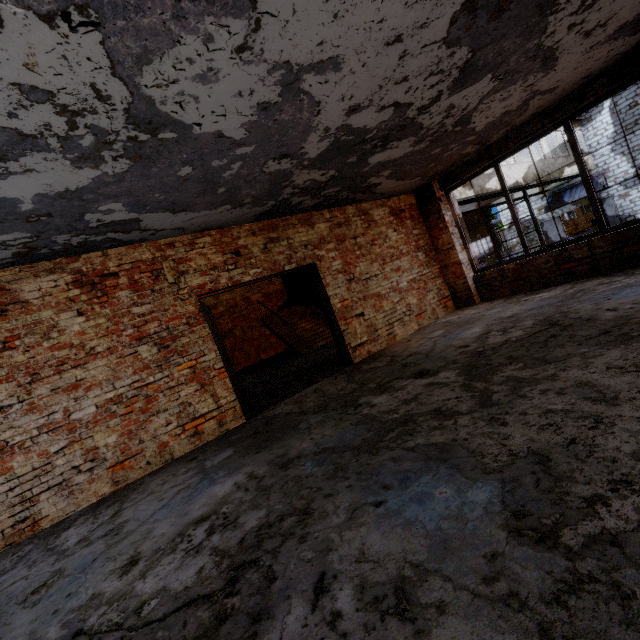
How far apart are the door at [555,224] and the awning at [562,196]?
0.5 meters

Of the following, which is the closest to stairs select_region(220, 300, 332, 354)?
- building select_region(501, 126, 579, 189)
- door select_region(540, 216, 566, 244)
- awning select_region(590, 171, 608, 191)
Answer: building select_region(501, 126, 579, 189)

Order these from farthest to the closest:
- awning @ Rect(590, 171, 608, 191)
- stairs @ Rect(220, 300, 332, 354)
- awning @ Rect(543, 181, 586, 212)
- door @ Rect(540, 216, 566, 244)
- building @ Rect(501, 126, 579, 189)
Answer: door @ Rect(540, 216, 566, 244), awning @ Rect(543, 181, 586, 212), awning @ Rect(590, 171, 608, 191), building @ Rect(501, 126, 579, 189), stairs @ Rect(220, 300, 332, 354)

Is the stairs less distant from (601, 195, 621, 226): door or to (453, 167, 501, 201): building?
(453, 167, 501, 201): building

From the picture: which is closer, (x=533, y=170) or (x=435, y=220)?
(x=435, y=220)

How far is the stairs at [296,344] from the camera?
11.93m

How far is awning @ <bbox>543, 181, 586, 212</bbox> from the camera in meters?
20.0

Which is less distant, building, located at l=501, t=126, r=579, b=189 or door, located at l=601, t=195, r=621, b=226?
building, located at l=501, t=126, r=579, b=189
